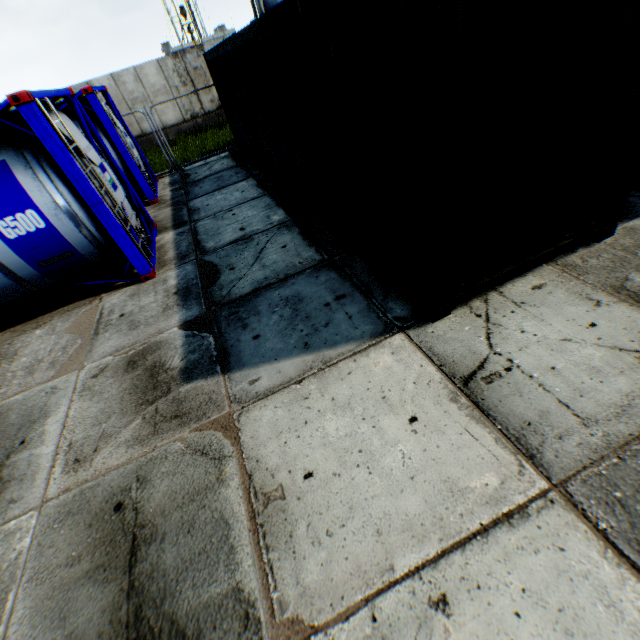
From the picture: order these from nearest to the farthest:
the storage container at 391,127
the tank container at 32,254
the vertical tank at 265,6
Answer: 1. the storage container at 391,127
2. the tank container at 32,254
3. the vertical tank at 265,6

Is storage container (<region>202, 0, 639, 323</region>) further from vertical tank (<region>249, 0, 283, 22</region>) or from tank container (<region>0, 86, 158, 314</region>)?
vertical tank (<region>249, 0, 283, 22</region>)

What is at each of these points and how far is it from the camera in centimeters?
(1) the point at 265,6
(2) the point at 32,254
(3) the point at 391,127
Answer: (1) vertical tank, 3055cm
(2) tank container, 524cm
(3) storage container, 283cm

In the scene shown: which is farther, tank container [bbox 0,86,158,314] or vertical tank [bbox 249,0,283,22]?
vertical tank [bbox 249,0,283,22]

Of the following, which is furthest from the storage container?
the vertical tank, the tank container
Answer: the vertical tank

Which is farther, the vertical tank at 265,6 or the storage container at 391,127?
the vertical tank at 265,6
